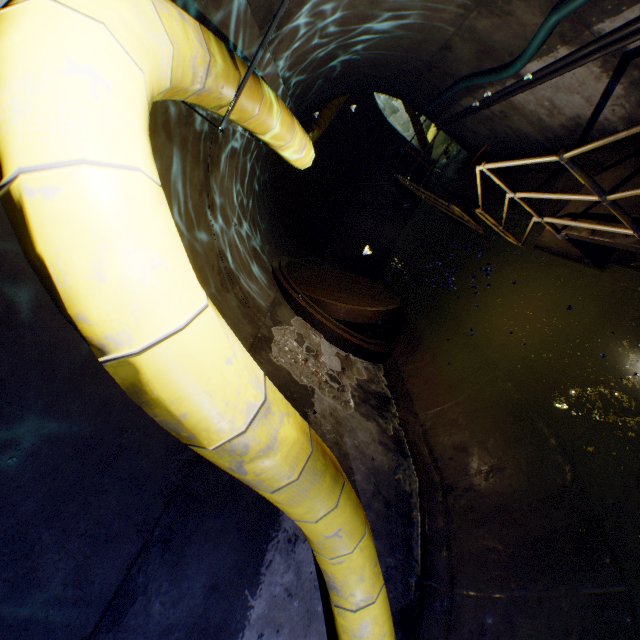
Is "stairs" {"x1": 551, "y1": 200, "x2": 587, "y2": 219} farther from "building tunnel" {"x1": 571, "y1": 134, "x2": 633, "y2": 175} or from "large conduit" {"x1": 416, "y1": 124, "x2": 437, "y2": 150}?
"large conduit" {"x1": 416, "y1": 124, "x2": 437, "y2": 150}

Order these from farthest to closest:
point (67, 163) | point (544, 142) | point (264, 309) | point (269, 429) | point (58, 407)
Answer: point (544, 142)
point (264, 309)
point (58, 407)
point (269, 429)
point (67, 163)

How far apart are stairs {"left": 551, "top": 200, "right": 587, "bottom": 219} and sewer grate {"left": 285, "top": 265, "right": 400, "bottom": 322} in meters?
2.1 m

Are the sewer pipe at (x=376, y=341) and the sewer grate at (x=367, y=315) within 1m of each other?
yes

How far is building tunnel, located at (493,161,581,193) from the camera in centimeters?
509cm

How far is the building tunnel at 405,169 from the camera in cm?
1217

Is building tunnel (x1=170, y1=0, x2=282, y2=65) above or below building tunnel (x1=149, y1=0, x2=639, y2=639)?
above

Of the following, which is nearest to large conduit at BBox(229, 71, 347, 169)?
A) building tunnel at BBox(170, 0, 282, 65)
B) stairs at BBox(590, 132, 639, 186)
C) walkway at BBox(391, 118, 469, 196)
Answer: building tunnel at BBox(170, 0, 282, 65)
